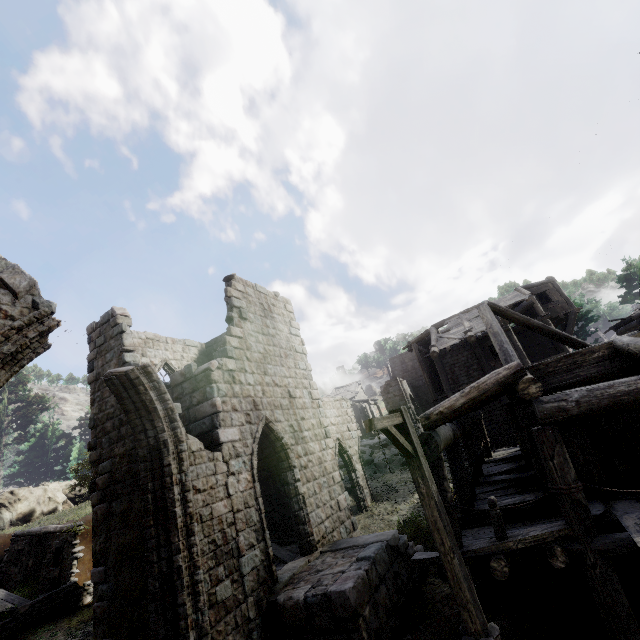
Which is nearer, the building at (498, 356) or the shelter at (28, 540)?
the building at (498, 356)

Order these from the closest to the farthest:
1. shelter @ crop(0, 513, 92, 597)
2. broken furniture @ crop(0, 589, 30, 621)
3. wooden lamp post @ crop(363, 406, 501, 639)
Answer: wooden lamp post @ crop(363, 406, 501, 639) < broken furniture @ crop(0, 589, 30, 621) < shelter @ crop(0, 513, 92, 597)

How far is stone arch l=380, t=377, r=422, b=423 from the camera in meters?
38.0

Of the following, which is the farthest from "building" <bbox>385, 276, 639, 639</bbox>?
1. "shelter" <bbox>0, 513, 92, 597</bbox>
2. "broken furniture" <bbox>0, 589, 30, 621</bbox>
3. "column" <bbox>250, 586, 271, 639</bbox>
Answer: "broken furniture" <bbox>0, 589, 30, 621</bbox>

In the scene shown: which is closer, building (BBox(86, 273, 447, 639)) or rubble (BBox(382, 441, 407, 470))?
building (BBox(86, 273, 447, 639))

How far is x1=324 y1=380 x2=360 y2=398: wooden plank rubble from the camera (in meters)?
49.19

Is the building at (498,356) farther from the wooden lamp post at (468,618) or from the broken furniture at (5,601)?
the broken furniture at (5,601)

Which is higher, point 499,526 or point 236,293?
point 236,293
